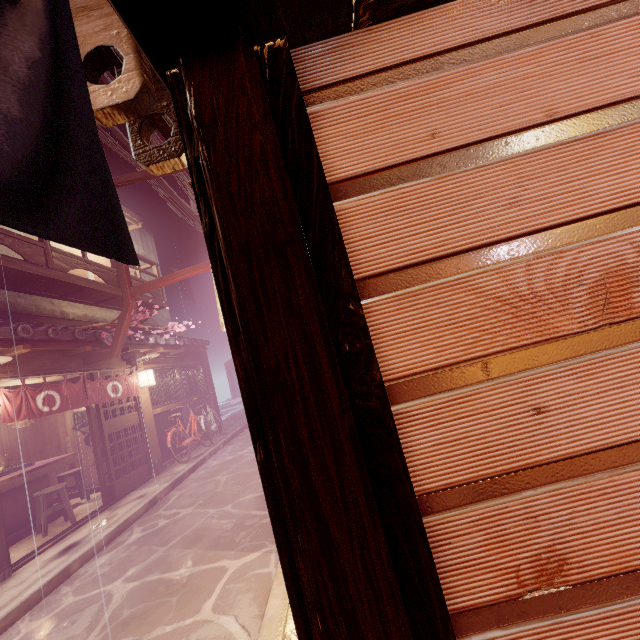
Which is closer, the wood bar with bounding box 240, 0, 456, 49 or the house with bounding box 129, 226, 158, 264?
the wood bar with bounding box 240, 0, 456, 49

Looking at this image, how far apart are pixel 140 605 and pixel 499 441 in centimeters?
775cm

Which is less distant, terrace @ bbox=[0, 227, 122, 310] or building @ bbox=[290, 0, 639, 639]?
building @ bbox=[290, 0, 639, 639]

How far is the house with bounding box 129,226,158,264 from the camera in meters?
21.9

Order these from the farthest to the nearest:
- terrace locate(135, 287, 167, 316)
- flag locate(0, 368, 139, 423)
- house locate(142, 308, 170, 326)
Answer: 1. house locate(142, 308, 170, 326)
2. terrace locate(135, 287, 167, 316)
3. flag locate(0, 368, 139, 423)

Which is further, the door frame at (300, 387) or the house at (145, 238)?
the house at (145, 238)

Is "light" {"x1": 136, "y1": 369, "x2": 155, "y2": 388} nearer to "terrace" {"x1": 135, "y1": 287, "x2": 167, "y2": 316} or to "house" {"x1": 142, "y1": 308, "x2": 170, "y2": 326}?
"terrace" {"x1": 135, "y1": 287, "x2": 167, "y2": 316}

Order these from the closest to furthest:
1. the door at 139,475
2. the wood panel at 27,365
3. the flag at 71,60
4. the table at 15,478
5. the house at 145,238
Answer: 1. the flag at 71,60
2. the wood panel at 27,365
3. the table at 15,478
4. the door at 139,475
5. the house at 145,238
